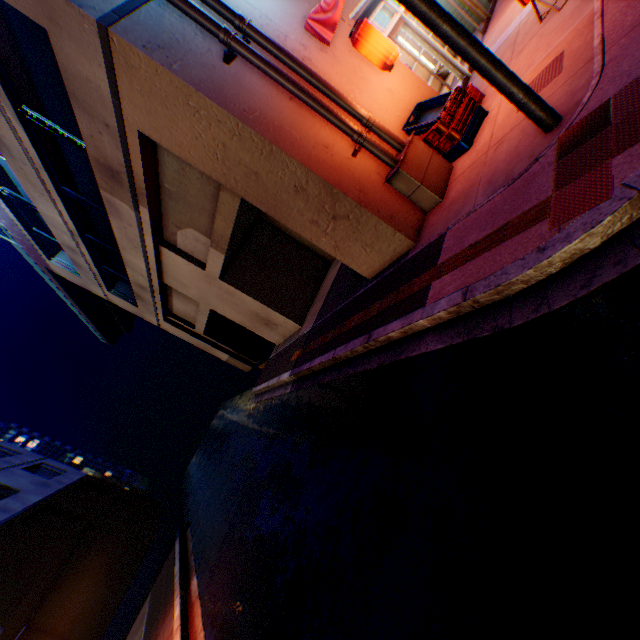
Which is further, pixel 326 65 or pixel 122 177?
pixel 122 177

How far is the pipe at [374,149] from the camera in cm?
555

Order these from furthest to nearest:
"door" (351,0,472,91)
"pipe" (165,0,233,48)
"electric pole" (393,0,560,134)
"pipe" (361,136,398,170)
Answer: "door" (351,0,472,91)
"pipe" (361,136,398,170)
"pipe" (165,0,233,48)
"electric pole" (393,0,560,134)

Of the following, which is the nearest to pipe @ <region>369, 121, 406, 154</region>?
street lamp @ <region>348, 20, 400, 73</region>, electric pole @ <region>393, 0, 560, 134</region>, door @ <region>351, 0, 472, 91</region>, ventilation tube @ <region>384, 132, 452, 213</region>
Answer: ventilation tube @ <region>384, 132, 452, 213</region>

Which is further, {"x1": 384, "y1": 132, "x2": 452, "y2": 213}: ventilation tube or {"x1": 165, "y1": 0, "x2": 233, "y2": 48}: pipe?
{"x1": 384, "y1": 132, "x2": 452, "y2": 213}: ventilation tube

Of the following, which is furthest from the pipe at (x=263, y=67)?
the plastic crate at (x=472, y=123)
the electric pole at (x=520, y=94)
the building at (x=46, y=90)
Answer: the electric pole at (x=520, y=94)

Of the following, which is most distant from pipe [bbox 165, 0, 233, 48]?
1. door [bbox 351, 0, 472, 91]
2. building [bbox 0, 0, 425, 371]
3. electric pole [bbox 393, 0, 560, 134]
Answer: door [bbox 351, 0, 472, 91]

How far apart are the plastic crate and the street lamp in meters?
0.8 m
